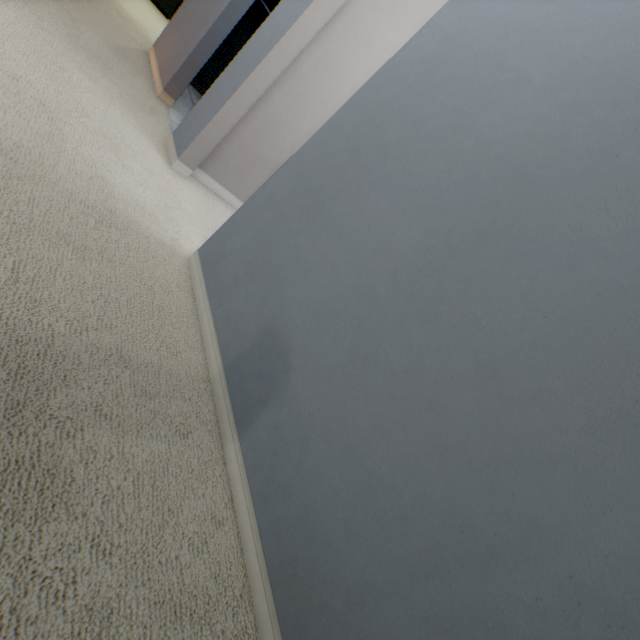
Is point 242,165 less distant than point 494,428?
No
